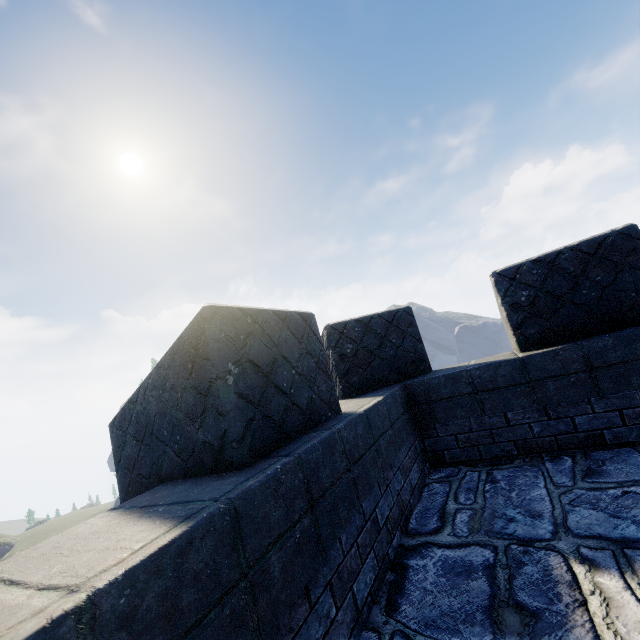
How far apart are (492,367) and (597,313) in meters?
1.2
